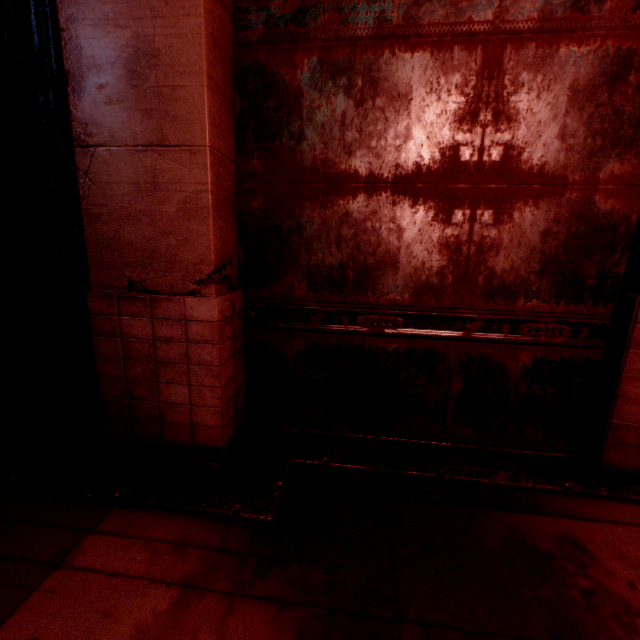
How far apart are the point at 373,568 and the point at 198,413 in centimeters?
179cm
